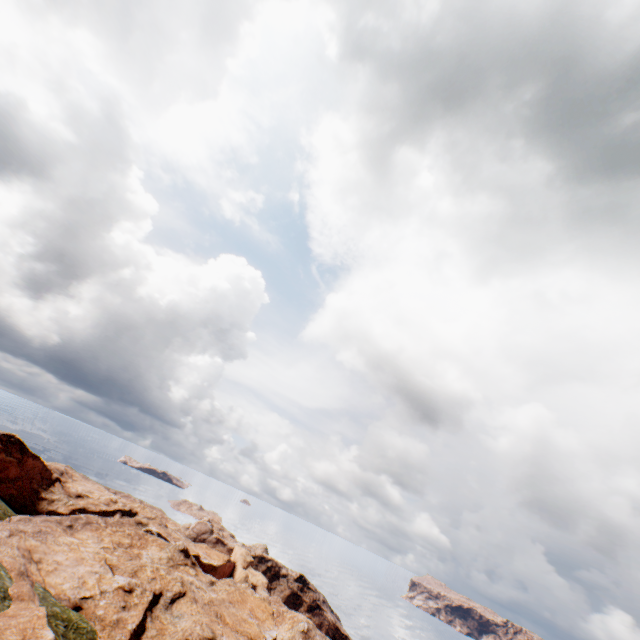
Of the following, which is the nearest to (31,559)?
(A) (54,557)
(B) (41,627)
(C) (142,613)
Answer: (A) (54,557)
